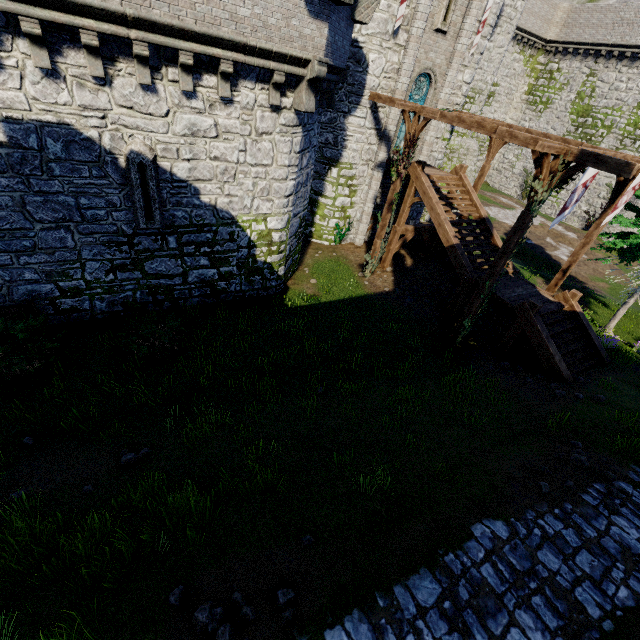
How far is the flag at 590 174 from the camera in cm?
944

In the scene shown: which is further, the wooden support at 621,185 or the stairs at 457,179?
the stairs at 457,179

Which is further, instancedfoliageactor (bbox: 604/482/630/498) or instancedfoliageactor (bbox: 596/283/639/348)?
instancedfoliageactor (bbox: 596/283/639/348)

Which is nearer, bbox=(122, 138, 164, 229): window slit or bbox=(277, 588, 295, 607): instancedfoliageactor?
bbox=(277, 588, 295, 607): instancedfoliageactor

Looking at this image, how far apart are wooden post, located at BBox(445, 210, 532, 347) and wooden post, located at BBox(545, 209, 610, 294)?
5.45m

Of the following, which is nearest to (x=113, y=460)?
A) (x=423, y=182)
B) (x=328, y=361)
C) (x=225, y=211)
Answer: (x=328, y=361)

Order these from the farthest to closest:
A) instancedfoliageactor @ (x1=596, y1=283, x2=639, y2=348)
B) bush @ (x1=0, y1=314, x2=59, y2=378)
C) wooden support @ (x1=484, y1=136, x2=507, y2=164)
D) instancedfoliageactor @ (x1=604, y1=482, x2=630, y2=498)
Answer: wooden support @ (x1=484, y1=136, x2=507, y2=164), instancedfoliageactor @ (x1=596, y1=283, x2=639, y2=348), bush @ (x1=0, y1=314, x2=59, y2=378), instancedfoliageactor @ (x1=604, y1=482, x2=630, y2=498)

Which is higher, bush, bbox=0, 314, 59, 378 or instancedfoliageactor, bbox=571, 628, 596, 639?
instancedfoliageactor, bbox=571, 628, 596, 639
